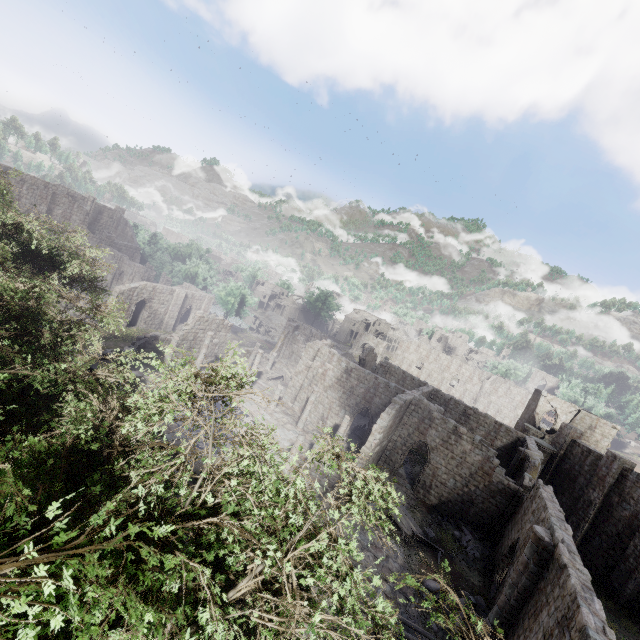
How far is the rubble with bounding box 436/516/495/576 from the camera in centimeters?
1981cm

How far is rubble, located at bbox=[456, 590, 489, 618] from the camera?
15.7m

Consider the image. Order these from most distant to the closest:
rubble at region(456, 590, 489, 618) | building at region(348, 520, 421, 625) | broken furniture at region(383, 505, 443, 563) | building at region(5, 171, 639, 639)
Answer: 1. broken furniture at region(383, 505, 443, 563)
2. rubble at region(456, 590, 489, 618)
3. building at region(348, 520, 421, 625)
4. building at region(5, 171, 639, 639)

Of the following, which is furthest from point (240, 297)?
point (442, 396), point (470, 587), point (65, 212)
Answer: point (470, 587)

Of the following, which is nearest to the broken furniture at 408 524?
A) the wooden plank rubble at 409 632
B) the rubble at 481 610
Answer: the rubble at 481 610

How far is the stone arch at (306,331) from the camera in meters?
52.7 m

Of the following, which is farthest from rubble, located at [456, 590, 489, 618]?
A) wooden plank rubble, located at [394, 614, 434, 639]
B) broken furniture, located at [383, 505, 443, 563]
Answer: broken furniture, located at [383, 505, 443, 563]

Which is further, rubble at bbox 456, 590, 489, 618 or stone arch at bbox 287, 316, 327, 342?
stone arch at bbox 287, 316, 327, 342
